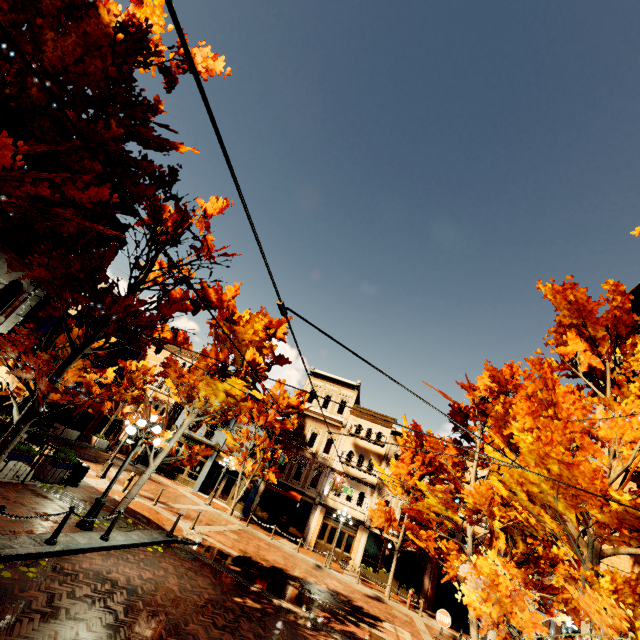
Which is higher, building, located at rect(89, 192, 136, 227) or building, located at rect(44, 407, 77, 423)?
building, located at rect(89, 192, 136, 227)

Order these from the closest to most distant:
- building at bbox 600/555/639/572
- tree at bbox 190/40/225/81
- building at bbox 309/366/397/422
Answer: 1. tree at bbox 190/40/225/81
2. building at bbox 600/555/639/572
3. building at bbox 309/366/397/422

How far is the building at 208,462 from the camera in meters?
29.0

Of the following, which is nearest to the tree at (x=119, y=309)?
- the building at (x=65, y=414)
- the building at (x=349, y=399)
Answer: the building at (x=349, y=399)

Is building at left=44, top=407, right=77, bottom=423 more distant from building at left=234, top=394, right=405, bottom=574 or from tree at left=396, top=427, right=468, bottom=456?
building at left=234, top=394, right=405, bottom=574

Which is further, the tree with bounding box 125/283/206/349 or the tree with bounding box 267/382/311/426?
the tree with bounding box 267/382/311/426

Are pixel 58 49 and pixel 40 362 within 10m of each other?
yes

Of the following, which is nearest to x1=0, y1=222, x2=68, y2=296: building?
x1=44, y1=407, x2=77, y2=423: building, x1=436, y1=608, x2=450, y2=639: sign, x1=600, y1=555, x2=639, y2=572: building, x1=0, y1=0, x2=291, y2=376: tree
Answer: x1=0, y1=0, x2=291, y2=376: tree
